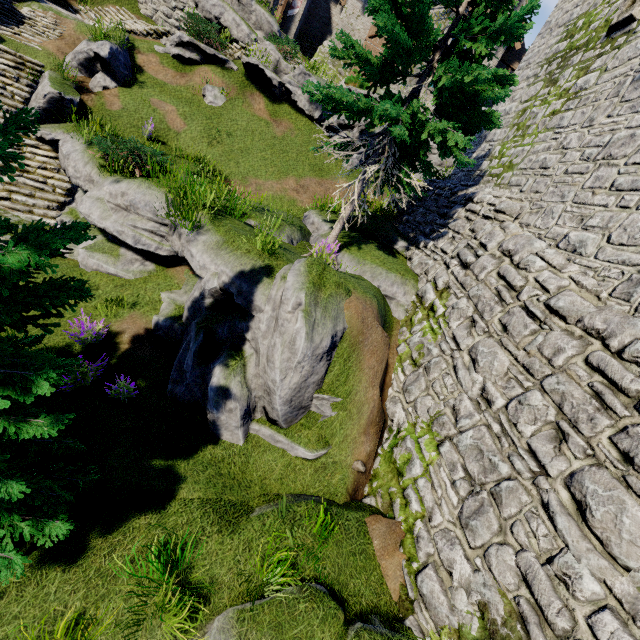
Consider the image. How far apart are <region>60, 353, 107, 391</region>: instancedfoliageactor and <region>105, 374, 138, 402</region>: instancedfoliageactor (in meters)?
0.63

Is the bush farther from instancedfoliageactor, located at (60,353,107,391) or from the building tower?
the building tower

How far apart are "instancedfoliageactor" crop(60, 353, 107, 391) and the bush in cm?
597

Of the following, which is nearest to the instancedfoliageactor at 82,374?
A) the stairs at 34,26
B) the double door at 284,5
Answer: the stairs at 34,26

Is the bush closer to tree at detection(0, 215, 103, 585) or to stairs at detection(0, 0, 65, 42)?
stairs at detection(0, 0, 65, 42)

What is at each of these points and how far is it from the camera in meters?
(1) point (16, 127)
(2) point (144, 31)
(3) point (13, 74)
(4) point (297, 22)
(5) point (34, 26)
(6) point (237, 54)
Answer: (1) tree, 3.1 m
(2) stairs, 16.0 m
(3) stairs, 12.0 m
(4) building, 26.5 m
(5) stairs, 13.6 m
(6) stairs, 17.3 m

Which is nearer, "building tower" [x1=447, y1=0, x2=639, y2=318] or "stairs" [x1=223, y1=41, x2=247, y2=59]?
"building tower" [x1=447, y1=0, x2=639, y2=318]

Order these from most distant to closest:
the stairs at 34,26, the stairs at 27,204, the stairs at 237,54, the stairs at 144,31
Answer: the stairs at 237,54 → the stairs at 144,31 → the stairs at 34,26 → the stairs at 27,204
